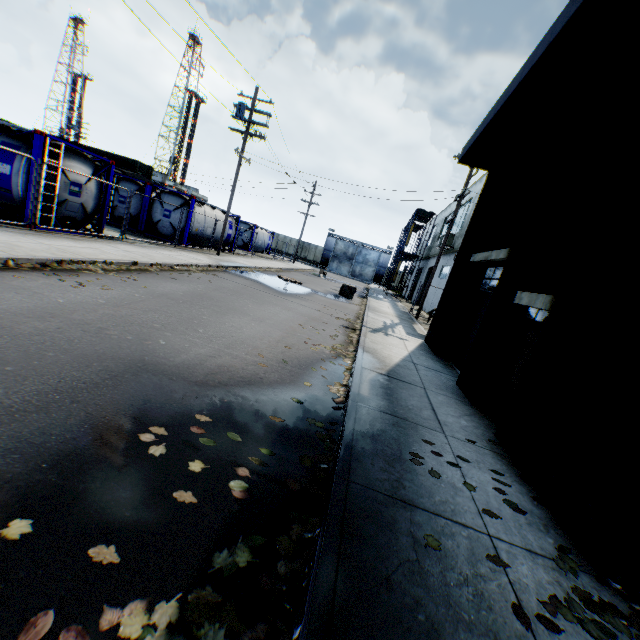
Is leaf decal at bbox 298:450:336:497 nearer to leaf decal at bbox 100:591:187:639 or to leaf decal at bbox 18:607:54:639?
leaf decal at bbox 100:591:187:639

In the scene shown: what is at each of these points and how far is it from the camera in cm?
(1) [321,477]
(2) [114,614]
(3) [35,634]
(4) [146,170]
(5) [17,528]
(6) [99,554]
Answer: (1) leaf decal, 322
(2) leaf decal, 171
(3) leaf decal, 154
(4) storage container, 3784
(5) leaf decal, 197
(6) leaf decal, 196

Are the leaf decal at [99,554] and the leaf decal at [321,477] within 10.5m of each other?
yes

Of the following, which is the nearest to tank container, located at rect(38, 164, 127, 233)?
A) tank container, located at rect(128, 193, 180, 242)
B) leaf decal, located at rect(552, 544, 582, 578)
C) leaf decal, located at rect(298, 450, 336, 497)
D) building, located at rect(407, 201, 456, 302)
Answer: tank container, located at rect(128, 193, 180, 242)

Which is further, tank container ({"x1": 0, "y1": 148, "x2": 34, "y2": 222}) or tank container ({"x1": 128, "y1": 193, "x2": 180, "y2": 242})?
tank container ({"x1": 128, "y1": 193, "x2": 180, "y2": 242})

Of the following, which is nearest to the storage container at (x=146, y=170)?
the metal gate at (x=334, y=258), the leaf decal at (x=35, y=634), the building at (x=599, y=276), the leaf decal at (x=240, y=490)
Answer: the metal gate at (x=334, y=258)

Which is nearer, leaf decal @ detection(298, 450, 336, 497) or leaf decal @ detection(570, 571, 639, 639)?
leaf decal @ detection(570, 571, 639, 639)

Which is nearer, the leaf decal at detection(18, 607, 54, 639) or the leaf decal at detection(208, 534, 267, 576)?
the leaf decal at detection(18, 607, 54, 639)
